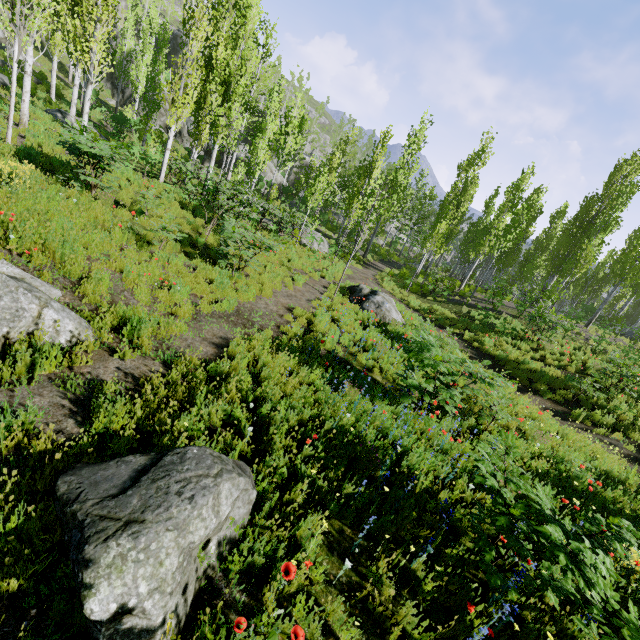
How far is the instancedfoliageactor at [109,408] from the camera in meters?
3.9 m

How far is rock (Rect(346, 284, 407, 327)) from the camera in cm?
1252

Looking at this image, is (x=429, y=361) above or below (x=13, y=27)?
below

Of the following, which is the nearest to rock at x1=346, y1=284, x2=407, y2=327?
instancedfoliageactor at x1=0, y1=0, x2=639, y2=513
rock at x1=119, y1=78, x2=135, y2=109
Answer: instancedfoliageactor at x1=0, y1=0, x2=639, y2=513

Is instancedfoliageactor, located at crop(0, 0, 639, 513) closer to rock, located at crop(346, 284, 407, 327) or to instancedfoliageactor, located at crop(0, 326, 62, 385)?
rock, located at crop(346, 284, 407, 327)

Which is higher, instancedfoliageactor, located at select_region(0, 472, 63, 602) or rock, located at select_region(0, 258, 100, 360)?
rock, located at select_region(0, 258, 100, 360)

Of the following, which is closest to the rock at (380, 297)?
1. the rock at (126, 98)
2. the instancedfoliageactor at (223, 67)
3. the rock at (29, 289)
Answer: the instancedfoliageactor at (223, 67)
